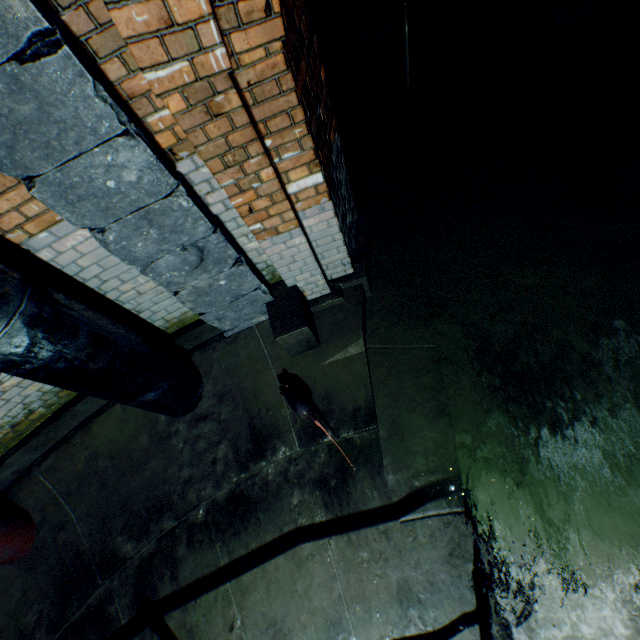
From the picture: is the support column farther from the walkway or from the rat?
the walkway

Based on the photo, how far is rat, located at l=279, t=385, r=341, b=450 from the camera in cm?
294

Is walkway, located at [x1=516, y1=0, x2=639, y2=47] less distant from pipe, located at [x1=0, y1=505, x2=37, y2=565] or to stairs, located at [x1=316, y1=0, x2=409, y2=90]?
stairs, located at [x1=316, y1=0, x2=409, y2=90]

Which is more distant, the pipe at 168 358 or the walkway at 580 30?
the walkway at 580 30

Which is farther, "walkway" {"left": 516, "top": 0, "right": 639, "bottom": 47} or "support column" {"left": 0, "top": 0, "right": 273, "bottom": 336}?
"walkway" {"left": 516, "top": 0, "right": 639, "bottom": 47}

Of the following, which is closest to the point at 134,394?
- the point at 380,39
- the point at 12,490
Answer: the point at 12,490

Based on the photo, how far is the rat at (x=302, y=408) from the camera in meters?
2.9

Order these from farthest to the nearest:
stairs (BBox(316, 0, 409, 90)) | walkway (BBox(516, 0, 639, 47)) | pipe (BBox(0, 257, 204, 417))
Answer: stairs (BBox(316, 0, 409, 90)), walkway (BBox(516, 0, 639, 47)), pipe (BBox(0, 257, 204, 417))
